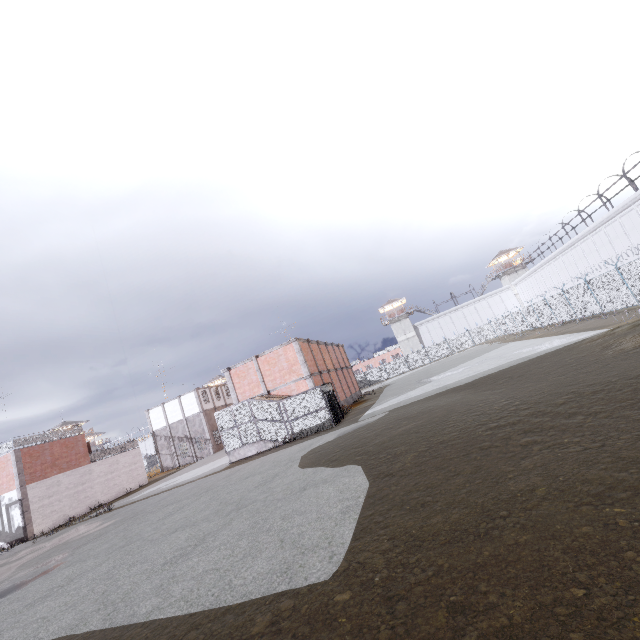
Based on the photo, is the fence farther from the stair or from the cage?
the stair

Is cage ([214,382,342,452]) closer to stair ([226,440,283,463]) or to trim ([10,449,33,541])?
stair ([226,440,283,463])

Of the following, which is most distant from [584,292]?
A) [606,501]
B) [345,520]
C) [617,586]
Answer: [617,586]

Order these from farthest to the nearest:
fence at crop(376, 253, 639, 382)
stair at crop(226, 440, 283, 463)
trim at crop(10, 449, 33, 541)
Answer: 1. trim at crop(10, 449, 33, 541)
2. stair at crop(226, 440, 283, 463)
3. fence at crop(376, 253, 639, 382)

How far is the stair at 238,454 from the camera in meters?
22.7 m

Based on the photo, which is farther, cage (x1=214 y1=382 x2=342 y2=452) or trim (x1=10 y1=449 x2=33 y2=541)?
trim (x1=10 y1=449 x2=33 y2=541)

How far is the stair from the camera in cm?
2267

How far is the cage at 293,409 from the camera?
21.97m
